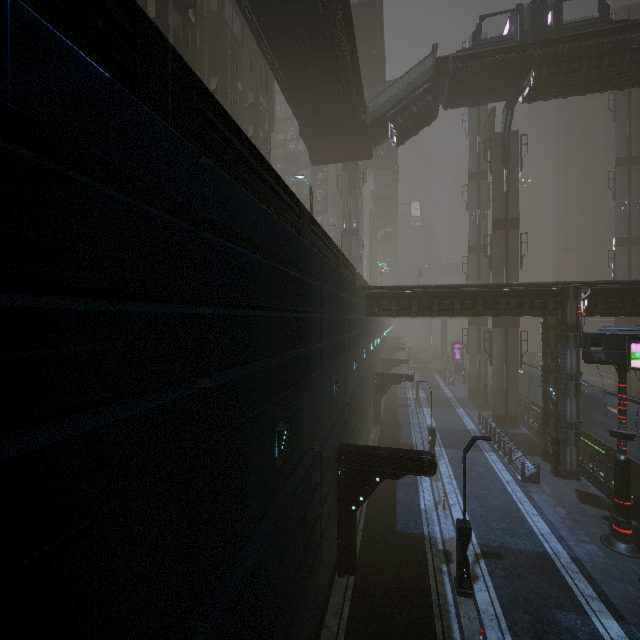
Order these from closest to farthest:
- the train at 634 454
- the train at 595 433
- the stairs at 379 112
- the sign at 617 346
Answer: the sign at 617 346 < the train at 634 454 < the train at 595 433 < the stairs at 379 112

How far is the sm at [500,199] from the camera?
29.2m

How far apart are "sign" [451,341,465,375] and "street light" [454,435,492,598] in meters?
48.0 m

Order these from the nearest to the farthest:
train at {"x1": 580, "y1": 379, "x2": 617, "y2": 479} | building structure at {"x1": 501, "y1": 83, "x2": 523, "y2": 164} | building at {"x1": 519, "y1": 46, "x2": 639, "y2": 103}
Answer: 1. train at {"x1": 580, "y1": 379, "x2": 617, "y2": 479}
2. building at {"x1": 519, "y1": 46, "x2": 639, "y2": 103}
3. building structure at {"x1": 501, "y1": 83, "x2": 523, "y2": 164}

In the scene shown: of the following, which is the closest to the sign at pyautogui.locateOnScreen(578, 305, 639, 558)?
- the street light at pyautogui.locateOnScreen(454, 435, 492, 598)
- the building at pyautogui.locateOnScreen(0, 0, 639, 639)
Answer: the building at pyautogui.locateOnScreen(0, 0, 639, 639)

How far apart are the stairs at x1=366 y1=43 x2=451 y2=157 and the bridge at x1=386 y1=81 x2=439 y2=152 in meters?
0.0 m

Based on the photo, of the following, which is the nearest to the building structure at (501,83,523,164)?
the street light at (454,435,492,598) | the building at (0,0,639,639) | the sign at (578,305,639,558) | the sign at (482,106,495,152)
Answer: the sign at (482,106,495,152)

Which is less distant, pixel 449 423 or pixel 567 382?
pixel 567 382
